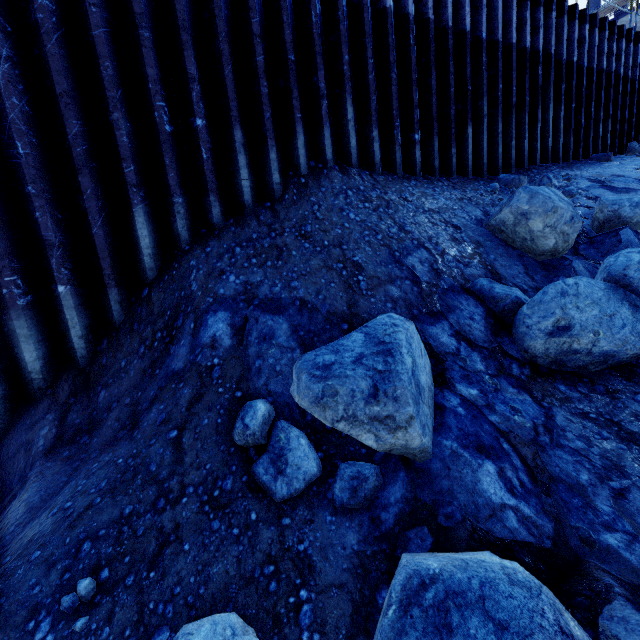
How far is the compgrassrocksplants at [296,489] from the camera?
2.4m

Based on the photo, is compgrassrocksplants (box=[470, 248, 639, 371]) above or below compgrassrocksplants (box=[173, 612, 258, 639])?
above

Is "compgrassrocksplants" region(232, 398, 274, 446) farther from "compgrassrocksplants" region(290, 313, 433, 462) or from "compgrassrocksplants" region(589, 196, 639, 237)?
"compgrassrocksplants" region(589, 196, 639, 237)

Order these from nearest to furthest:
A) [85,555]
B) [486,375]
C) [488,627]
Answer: [488,627] → [85,555] → [486,375]

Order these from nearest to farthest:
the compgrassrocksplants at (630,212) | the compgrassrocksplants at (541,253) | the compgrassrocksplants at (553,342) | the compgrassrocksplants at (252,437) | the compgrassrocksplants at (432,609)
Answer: the compgrassrocksplants at (432,609) → the compgrassrocksplants at (252,437) → the compgrassrocksplants at (553,342) → the compgrassrocksplants at (541,253) → the compgrassrocksplants at (630,212)

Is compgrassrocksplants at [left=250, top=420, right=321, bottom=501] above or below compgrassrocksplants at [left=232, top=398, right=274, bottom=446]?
below

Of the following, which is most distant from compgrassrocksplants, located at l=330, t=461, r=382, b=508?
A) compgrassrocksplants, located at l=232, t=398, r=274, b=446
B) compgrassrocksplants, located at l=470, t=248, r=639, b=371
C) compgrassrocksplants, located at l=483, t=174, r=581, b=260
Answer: compgrassrocksplants, located at l=483, t=174, r=581, b=260

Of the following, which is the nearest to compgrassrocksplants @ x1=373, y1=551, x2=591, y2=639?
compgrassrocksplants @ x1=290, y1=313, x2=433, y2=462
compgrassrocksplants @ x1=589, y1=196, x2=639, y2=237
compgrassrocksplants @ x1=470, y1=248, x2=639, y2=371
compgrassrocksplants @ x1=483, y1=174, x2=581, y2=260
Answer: compgrassrocksplants @ x1=290, y1=313, x2=433, y2=462
